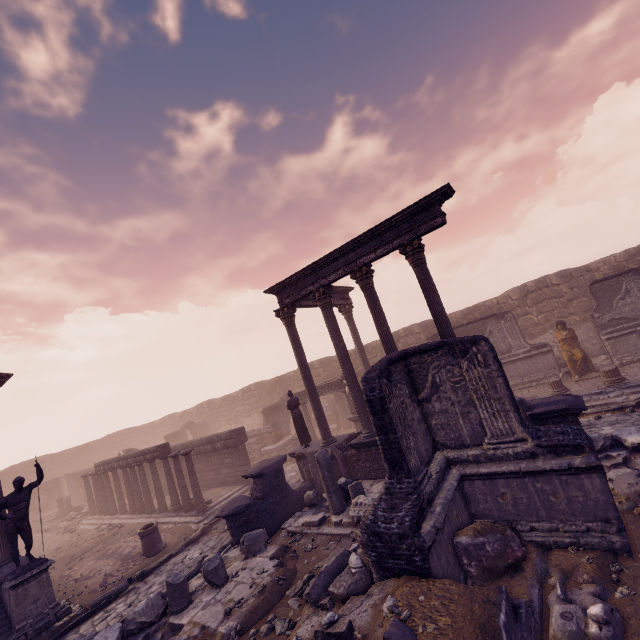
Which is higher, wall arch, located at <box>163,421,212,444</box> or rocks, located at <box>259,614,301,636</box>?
wall arch, located at <box>163,421,212,444</box>

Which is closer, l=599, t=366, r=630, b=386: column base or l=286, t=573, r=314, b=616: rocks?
l=286, t=573, r=314, b=616: rocks

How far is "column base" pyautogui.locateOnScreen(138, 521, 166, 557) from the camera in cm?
1138

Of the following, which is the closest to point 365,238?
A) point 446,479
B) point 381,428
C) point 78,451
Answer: point 381,428

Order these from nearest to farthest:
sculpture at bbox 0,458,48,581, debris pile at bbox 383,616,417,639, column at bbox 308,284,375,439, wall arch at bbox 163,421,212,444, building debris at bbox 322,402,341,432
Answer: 1. debris pile at bbox 383,616,417,639
2. sculpture at bbox 0,458,48,581
3. column at bbox 308,284,375,439
4. building debris at bbox 322,402,341,432
5. wall arch at bbox 163,421,212,444

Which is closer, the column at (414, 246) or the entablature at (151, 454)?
the column at (414, 246)

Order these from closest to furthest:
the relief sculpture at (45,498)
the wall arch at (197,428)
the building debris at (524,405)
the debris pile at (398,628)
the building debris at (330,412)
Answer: the debris pile at (398,628)
the building debris at (524,405)
the building debris at (330,412)
the relief sculpture at (45,498)
the wall arch at (197,428)

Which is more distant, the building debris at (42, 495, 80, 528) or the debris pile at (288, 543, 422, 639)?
the building debris at (42, 495, 80, 528)
